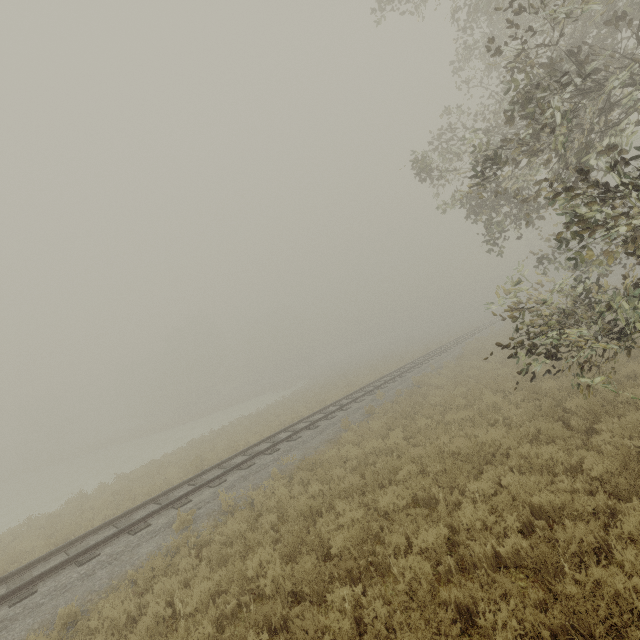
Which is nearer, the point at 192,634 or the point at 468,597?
the point at 468,597
